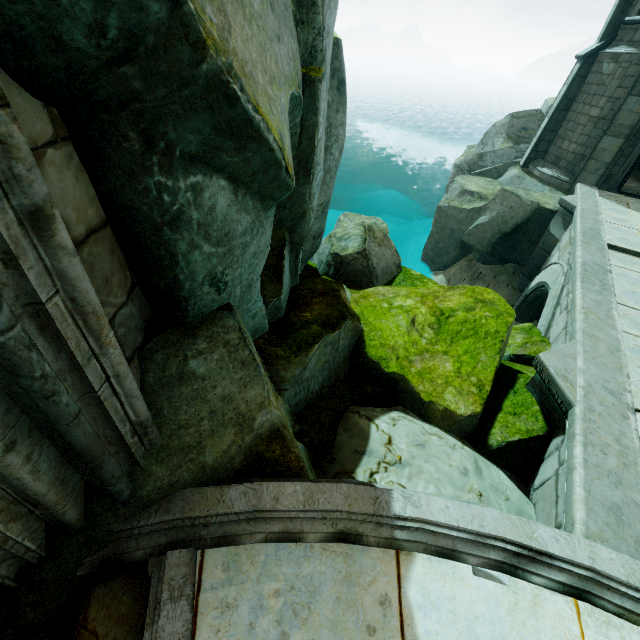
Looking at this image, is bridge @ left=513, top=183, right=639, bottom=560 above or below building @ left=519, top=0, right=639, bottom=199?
below

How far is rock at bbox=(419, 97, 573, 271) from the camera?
12.4 meters

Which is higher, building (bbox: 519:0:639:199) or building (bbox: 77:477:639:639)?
building (bbox: 519:0:639:199)

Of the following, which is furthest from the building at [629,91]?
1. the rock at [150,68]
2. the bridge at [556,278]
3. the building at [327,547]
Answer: the building at [327,547]

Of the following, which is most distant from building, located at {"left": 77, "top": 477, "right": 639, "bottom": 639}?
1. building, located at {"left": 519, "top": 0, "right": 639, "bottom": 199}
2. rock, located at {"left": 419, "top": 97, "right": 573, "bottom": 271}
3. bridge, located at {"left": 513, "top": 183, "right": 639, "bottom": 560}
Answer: building, located at {"left": 519, "top": 0, "right": 639, "bottom": 199}

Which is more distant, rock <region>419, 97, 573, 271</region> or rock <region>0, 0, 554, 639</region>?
rock <region>419, 97, 573, 271</region>

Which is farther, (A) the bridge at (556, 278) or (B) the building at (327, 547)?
(A) the bridge at (556, 278)

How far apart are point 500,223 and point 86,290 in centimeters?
1456cm
